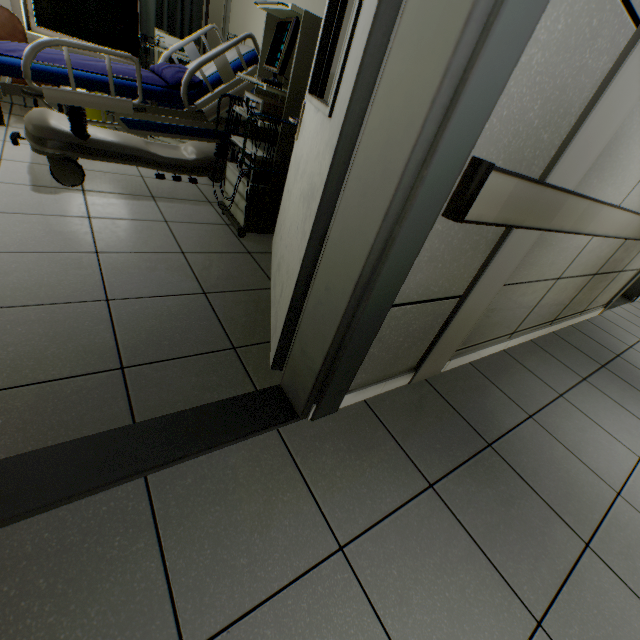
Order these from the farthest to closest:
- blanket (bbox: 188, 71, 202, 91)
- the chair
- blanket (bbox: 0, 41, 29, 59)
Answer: the chair, blanket (bbox: 188, 71, 202, 91), blanket (bbox: 0, 41, 29, 59)

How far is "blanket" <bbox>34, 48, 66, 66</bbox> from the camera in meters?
2.1 m

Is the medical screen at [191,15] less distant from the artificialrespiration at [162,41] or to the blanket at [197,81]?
the artificialrespiration at [162,41]

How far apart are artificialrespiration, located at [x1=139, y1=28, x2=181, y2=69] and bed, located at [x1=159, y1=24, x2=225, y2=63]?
0.6m

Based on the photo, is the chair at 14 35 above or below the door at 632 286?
above

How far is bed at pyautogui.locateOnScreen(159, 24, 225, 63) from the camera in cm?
286

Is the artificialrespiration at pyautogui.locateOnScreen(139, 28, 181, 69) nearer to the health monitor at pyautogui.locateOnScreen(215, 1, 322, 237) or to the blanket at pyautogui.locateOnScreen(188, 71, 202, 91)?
the blanket at pyautogui.locateOnScreen(188, 71, 202, 91)

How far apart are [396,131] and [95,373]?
1.4 meters
